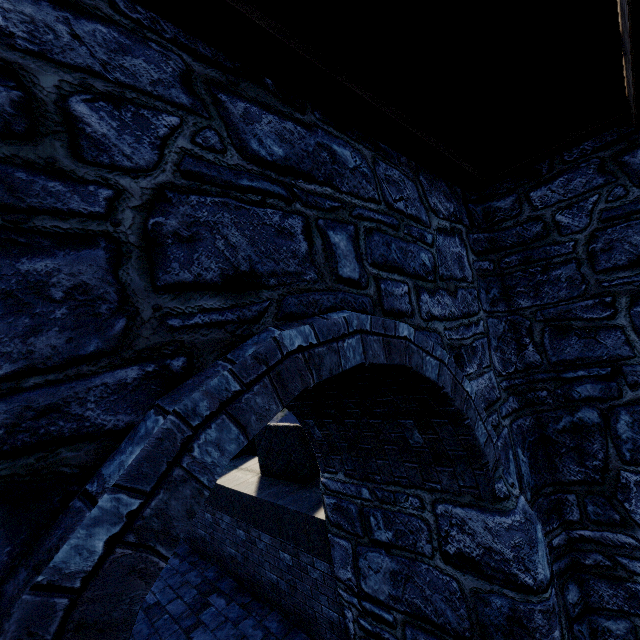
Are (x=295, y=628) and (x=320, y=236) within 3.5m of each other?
no
